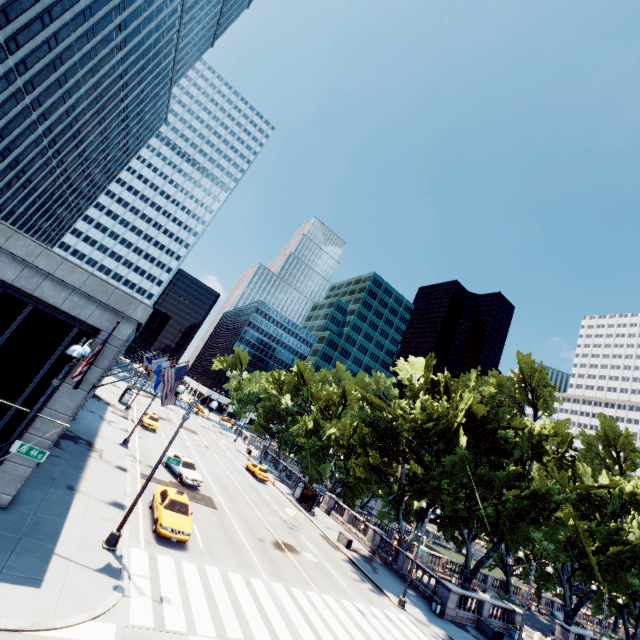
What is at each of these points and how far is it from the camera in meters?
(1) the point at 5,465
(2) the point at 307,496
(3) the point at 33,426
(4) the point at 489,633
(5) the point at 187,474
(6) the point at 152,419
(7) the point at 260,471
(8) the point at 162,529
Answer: (1) building, 13.0
(2) bus stop, 40.1
(3) building, 13.5
(4) container, 25.9
(5) vehicle, 26.5
(6) vehicle, 40.3
(7) vehicle, 42.2
(8) vehicle, 16.5

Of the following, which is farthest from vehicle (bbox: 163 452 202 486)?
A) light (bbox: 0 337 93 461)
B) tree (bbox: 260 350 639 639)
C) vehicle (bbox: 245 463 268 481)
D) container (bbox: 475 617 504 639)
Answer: container (bbox: 475 617 504 639)

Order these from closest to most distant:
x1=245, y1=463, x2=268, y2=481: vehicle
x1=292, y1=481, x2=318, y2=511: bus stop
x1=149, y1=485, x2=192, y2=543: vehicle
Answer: x1=149, y1=485, x2=192, y2=543: vehicle, x1=292, y1=481, x2=318, y2=511: bus stop, x1=245, y1=463, x2=268, y2=481: vehicle

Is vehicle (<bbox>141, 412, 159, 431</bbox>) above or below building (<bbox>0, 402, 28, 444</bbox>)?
below

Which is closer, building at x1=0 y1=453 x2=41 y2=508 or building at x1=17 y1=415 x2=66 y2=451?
building at x1=0 y1=453 x2=41 y2=508

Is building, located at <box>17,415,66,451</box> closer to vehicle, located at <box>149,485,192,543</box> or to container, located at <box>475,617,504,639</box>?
vehicle, located at <box>149,485,192,543</box>

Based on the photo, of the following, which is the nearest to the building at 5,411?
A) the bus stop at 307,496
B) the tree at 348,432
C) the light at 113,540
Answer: the light at 113,540

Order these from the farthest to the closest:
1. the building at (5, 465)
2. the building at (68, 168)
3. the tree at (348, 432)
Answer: the tree at (348, 432) → the building at (68, 168) → the building at (5, 465)
